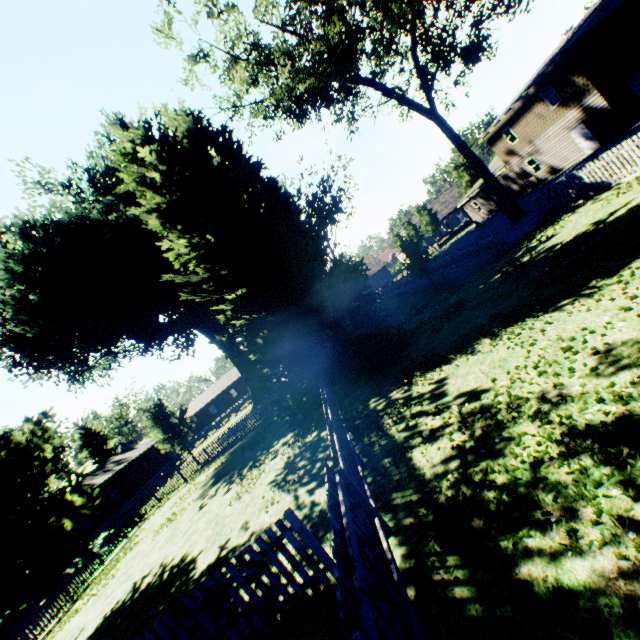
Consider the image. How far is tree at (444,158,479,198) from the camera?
48.0 meters

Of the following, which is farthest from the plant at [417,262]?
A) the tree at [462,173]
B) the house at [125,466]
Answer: the tree at [462,173]

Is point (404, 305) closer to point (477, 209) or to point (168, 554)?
point (477, 209)

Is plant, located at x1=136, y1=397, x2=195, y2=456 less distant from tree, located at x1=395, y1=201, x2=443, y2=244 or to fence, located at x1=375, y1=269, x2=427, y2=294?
fence, located at x1=375, y1=269, x2=427, y2=294

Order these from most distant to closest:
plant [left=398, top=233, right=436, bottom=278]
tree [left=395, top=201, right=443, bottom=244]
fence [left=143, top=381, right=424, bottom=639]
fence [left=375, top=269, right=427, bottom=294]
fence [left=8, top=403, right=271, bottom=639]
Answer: tree [left=395, top=201, right=443, bottom=244], fence [left=375, top=269, right=427, bottom=294], plant [left=398, top=233, right=436, bottom=278], fence [left=8, top=403, right=271, bottom=639], fence [left=143, top=381, right=424, bottom=639]

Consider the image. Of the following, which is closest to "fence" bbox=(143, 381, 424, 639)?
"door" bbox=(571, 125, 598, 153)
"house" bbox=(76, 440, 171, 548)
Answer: "house" bbox=(76, 440, 171, 548)

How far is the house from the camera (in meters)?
31.65

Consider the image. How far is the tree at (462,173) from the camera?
48.0m
